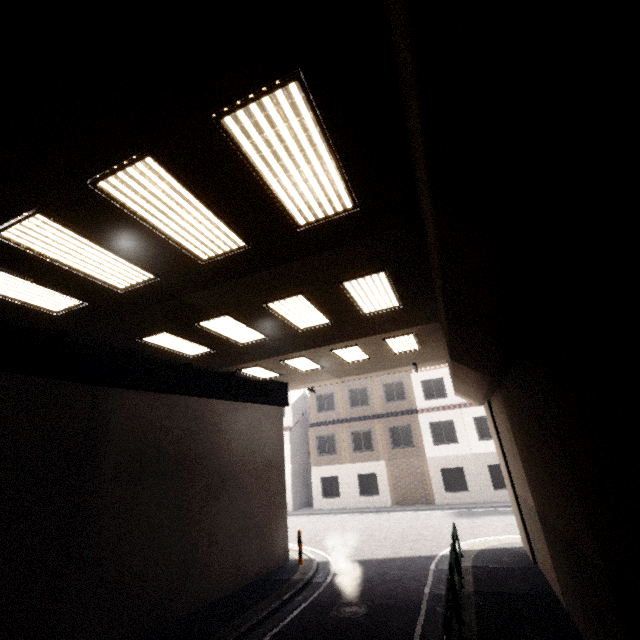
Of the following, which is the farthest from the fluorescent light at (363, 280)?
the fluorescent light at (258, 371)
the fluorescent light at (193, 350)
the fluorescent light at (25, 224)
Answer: the fluorescent light at (258, 371)

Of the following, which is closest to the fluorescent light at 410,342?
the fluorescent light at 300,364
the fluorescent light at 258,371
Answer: the fluorescent light at 300,364

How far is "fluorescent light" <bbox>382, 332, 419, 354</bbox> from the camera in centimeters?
1031cm

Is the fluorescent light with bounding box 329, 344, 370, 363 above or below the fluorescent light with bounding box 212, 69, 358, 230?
above

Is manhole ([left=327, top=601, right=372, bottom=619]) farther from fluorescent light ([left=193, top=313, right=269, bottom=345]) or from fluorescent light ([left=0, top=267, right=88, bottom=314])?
fluorescent light ([left=0, top=267, right=88, bottom=314])

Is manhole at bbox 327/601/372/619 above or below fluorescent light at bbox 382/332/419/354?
below

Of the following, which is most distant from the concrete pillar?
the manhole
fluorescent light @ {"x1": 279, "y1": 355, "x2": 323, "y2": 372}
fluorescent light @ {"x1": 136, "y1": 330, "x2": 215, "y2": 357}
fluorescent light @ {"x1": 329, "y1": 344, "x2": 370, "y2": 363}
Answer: fluorescent light @ {"x1": 136, "y1": 330, "x2": 215, "y2": 357}

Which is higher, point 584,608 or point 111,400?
point 111,400
